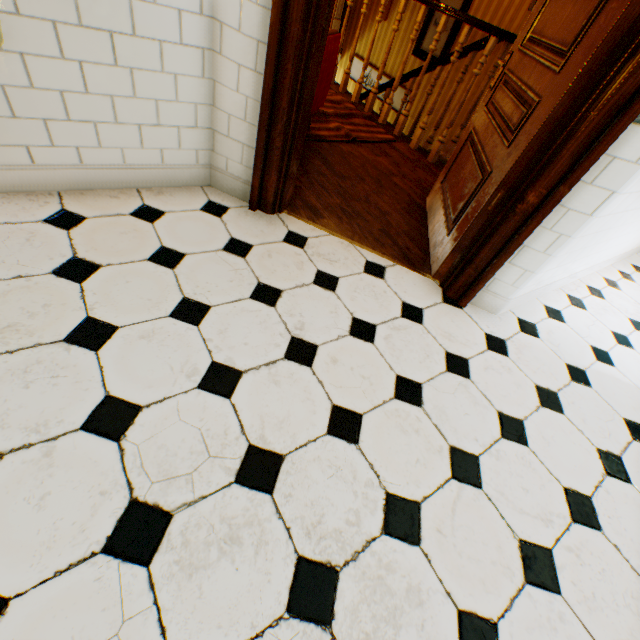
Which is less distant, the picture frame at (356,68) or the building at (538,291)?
the building at (538,291)

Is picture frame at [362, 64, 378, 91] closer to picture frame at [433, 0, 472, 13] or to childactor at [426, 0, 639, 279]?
picture frame at [433, 0, 472, 13]

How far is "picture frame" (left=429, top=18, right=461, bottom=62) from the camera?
5.0 meters

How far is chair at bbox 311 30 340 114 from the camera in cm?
267

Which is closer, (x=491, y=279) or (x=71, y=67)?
(x=71, y=67)

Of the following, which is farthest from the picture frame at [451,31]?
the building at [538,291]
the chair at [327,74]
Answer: the chair at [327,74]

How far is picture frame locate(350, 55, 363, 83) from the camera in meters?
6.7 m

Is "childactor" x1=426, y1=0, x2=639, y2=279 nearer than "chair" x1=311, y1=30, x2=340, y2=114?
Yes
